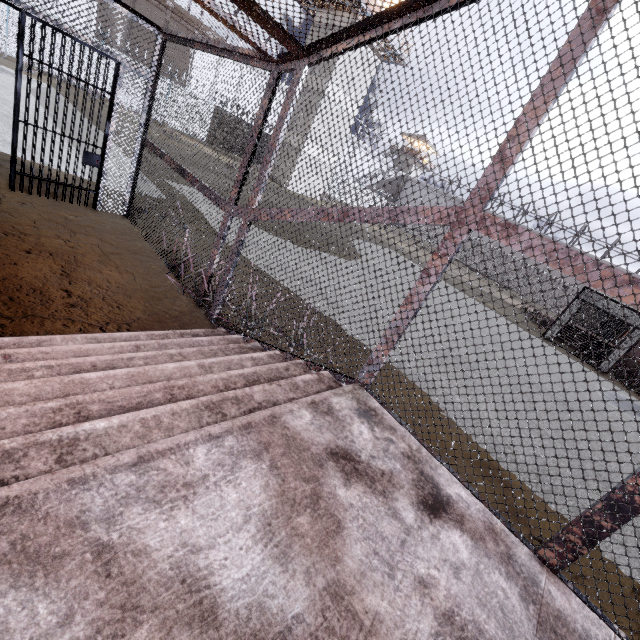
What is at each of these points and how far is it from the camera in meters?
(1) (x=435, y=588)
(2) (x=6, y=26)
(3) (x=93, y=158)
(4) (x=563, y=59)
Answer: (1) stair, 1.4
(2) fence, 16.4
(3) metal bar, 5.1
(4) cage, 1.7

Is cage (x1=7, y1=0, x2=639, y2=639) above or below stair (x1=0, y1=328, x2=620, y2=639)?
above

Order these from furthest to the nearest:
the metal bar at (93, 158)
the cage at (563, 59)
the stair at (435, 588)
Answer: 1. the metal bar at (93, 158)
2. the cage at (563, 59)
3. the stair at (435, 588)

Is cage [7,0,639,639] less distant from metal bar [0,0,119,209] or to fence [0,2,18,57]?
metal bar [0,0,119,209]

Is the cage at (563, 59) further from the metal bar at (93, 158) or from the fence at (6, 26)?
the fence at (6, 26)

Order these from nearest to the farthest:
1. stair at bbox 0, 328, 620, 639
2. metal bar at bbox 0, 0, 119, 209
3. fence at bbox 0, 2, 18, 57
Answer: stair at bbox 0, 328, 620, 639
metal bar at bbox 0, 0, 119, 209
fence at bbox 0, 2, 18, 57

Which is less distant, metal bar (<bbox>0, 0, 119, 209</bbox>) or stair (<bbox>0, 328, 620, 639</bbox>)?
stair (<bbox>0, 328, 620, 639</bbox>)

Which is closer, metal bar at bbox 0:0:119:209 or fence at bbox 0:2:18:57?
metal bar at bbox 0:0:119:209
